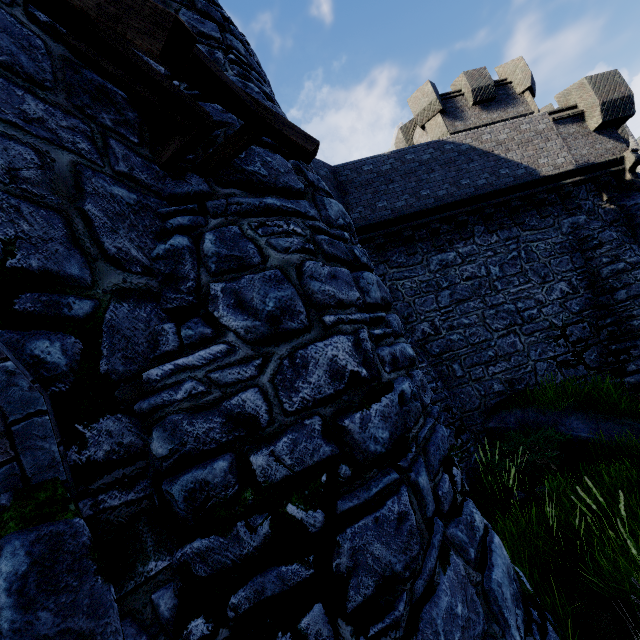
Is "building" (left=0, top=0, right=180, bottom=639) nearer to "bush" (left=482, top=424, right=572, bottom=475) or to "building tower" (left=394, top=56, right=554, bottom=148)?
"bush" (left=482, top=424, right=572, bottom=475)

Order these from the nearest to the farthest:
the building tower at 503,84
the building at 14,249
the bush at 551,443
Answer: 1. the building at 14,249
2. the bush at 551,443
3. the building tower at 503,84

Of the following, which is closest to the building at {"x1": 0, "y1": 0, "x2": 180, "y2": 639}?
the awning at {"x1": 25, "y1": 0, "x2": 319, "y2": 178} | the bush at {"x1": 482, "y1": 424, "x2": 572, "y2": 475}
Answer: the awning at {"x1": 25, "y1": 0, "x2": 319, "y2": 178}

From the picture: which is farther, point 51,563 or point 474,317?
point 474,317

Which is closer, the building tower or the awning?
the awning

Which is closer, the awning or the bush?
the awning

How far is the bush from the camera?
7.3m

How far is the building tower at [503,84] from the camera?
16.7 meters
